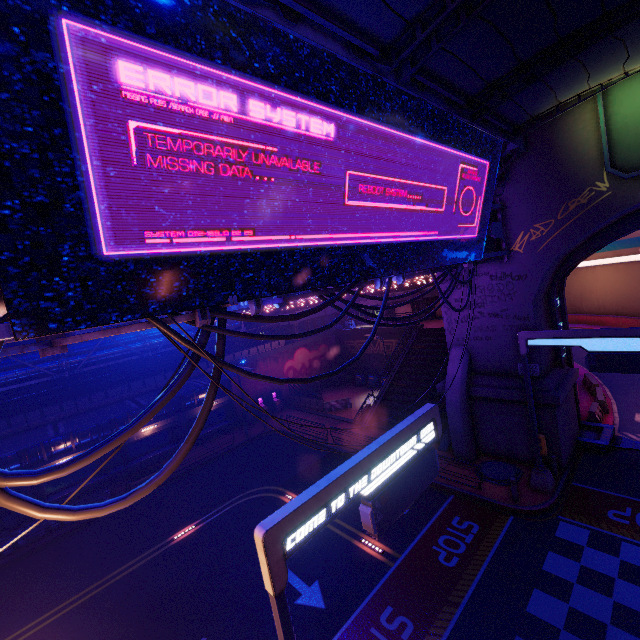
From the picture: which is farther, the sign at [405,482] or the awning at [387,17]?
the awning at [387,17]

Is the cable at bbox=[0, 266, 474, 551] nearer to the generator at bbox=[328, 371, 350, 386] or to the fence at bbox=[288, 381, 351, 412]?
the fence at bbox=[288, 381, 351, 412]

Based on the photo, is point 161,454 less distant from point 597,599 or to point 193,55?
point 597,599

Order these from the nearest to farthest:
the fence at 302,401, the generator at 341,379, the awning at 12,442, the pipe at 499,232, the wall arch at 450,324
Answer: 1. the pipe at 499,232
2. the awning at 12,442
3. the wall arch at 450,324
4. the fence at 302,401
5. the generator at 341,379

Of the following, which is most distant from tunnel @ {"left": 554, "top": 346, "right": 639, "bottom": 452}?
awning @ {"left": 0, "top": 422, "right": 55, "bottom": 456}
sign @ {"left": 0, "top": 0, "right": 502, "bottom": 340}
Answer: awning @ {"left": 0, "top": 422, "right": 55, "bottom": 456}

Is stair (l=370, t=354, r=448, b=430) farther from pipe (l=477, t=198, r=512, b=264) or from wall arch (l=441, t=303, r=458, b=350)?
pipe (l=477, t=198, r=512, b=264)

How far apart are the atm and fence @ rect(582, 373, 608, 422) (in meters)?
24.14

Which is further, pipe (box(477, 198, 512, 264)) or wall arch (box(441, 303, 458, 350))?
wall arch (box(441, 303, 458, 350))
